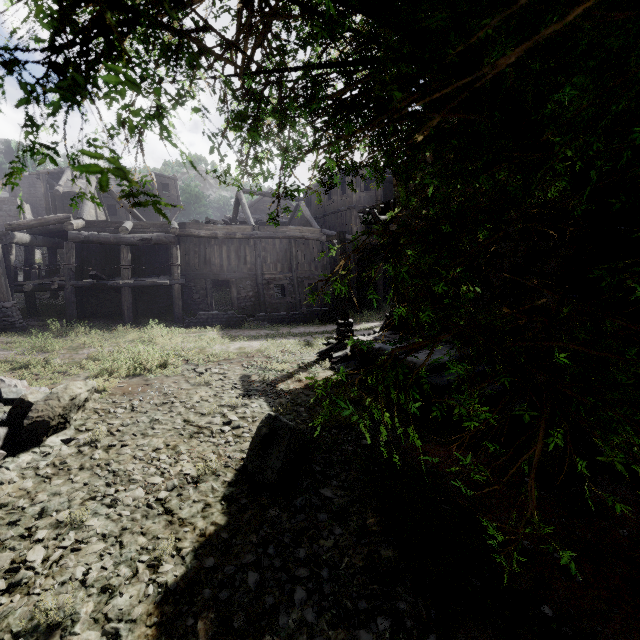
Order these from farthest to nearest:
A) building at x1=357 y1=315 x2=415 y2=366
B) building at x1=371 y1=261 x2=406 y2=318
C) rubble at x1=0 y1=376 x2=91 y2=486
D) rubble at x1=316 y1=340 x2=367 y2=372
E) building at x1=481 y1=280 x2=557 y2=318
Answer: building at x1=371 y1=261 x2=406 y2=318, rubble at x1=316 y1=340 x2=367 y2=372, building at x1=357 y1=315 x2=415 y2=366, building at x1=481 y1=280 x2=557 y2=318, rubble at x1=0 y1=376 x2=91 y2=486

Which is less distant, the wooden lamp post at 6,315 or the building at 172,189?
the wooden lamp post at 6,315

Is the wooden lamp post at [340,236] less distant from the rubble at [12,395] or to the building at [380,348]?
the building at [380,348]

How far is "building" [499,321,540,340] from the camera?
8.2 meters

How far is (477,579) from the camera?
3.8 meters

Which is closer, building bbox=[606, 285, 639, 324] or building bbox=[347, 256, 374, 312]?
building bbox=[606, 285, 639, 324]

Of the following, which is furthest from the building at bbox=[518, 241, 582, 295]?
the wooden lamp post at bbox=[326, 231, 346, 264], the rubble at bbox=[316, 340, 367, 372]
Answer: the wooden lamp post at bbox=[326, 231, 346, 264]
